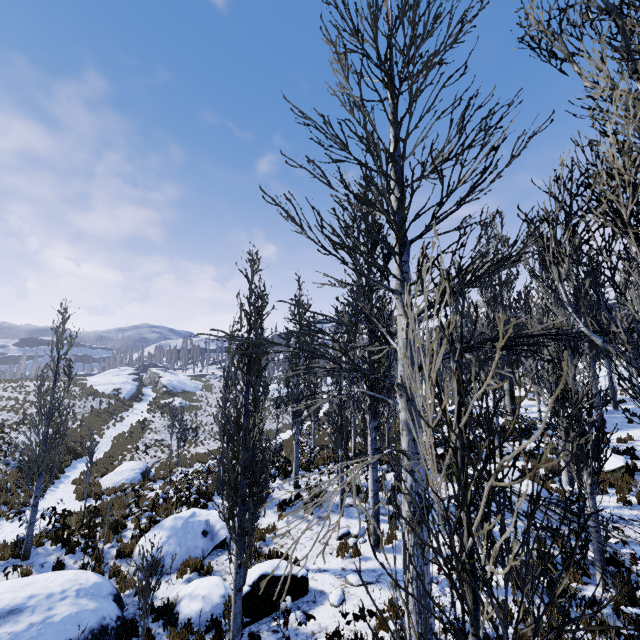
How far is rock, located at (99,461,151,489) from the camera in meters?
17.0 m

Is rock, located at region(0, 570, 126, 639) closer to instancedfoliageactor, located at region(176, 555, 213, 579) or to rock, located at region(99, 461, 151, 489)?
instancedfoliageactor, located at region(176, 555, 213, 579)

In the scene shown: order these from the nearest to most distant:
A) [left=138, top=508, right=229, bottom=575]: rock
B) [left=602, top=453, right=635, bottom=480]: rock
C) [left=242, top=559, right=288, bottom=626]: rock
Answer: [left=242, top=559, right=288, bottom=626]: rock < [left=138, top=508, right=229, bottom=575]: rock < [left=602, top=453, right=635, bottom=480]: rock

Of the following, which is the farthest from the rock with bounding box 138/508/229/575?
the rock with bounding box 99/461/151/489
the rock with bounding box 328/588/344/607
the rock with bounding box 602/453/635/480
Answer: the rock with bounding box 602/453/635/480

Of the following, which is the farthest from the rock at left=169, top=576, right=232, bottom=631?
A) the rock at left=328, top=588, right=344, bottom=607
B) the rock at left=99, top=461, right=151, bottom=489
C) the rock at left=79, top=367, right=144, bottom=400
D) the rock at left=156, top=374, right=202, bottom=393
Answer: the rock at left=156, top=374, right=202, bottom=393

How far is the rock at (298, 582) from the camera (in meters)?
7.80

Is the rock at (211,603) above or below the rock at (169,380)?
below

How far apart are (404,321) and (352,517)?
Result: 10.1 meters
